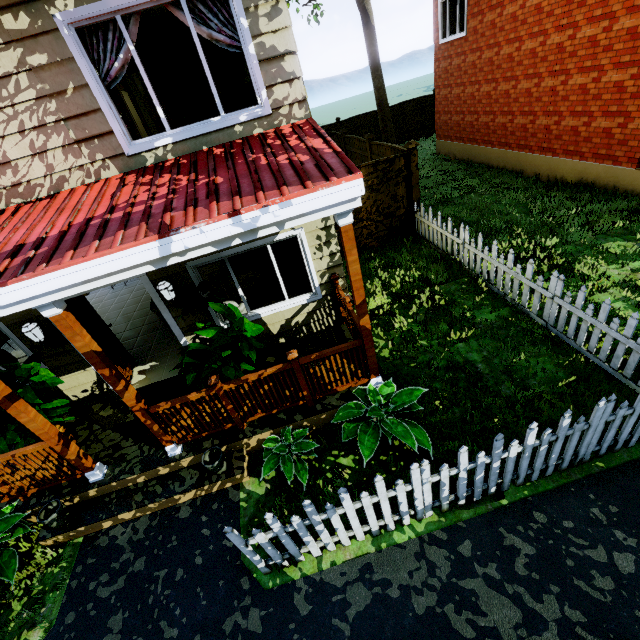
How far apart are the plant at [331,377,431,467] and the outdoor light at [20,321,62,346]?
4.73m

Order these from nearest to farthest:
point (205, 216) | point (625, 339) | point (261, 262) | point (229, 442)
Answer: point (205, 216), point (625, 339), point (229, 442), point (261, 262)

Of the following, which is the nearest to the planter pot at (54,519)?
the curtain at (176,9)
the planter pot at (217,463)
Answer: the planter pot at (217,463)

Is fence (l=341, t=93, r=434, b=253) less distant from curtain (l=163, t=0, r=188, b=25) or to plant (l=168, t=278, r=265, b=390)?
plant (l=168, t=278, r=265, b=390)

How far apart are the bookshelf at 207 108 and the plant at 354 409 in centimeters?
742cm

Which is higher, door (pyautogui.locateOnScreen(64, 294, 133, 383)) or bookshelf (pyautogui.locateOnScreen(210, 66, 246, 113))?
bookshelf (pyautogui.locateOnScreen(210, 66, 246, 113))

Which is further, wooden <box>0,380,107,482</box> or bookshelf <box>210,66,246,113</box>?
bookshelf <box>210,66,246,113</box>

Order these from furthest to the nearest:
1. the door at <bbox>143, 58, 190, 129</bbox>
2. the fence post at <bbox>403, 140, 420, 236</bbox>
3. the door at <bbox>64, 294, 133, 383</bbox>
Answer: the fence post at <bbox>403, 140, 420, 236</bbox>
the door at <bbox>143, 58, 190, 129</bbox>
the door at <bbox>64, 294, 133, 383</bbox>
